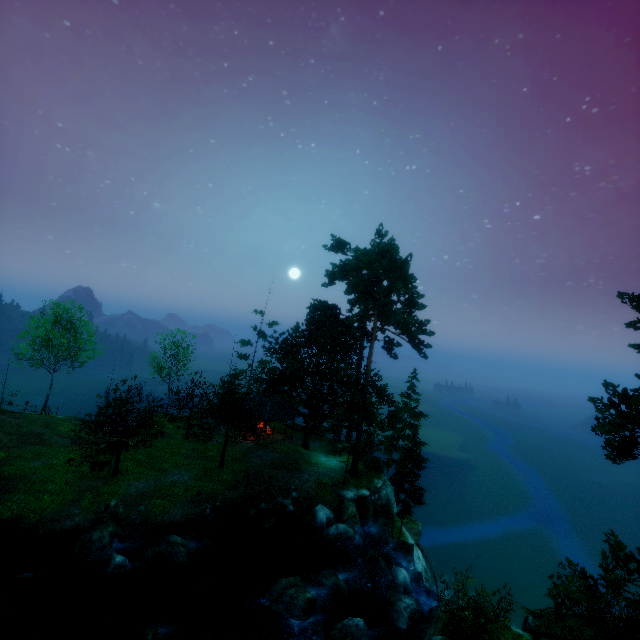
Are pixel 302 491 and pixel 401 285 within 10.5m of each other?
no

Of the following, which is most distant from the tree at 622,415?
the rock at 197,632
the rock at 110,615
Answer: the rock at 197,632

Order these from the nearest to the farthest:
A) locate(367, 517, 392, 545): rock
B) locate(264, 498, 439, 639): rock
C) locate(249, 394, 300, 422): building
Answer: locate(264, 498, 439, 639): rock < locate(367, 517, 392, 545): rock < locate(249, 394, 300, 422): building

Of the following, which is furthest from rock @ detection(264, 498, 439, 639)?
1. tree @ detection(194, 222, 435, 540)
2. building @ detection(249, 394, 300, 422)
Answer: building @ detection(249, 394, 300, 422)

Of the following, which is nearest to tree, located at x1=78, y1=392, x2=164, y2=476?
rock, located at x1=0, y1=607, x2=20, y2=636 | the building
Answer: the building

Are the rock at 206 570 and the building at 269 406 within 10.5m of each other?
no

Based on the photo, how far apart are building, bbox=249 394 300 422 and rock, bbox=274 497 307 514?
8.4m

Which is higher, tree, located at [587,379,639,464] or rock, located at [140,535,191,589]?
tree, located at [587,379,639,464]
